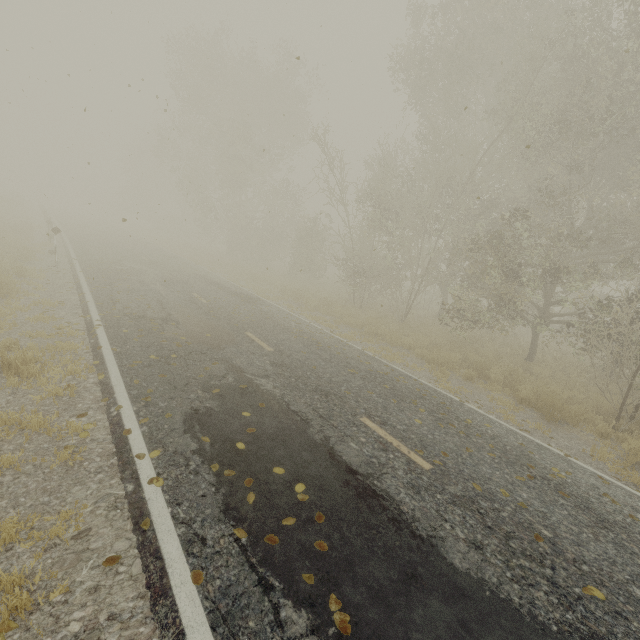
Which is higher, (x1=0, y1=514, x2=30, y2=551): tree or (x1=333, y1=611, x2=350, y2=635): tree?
(x1=333, y1=611, x2=350, y2=635): tree

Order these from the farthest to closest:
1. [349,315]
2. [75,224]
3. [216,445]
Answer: [75,224] → [349,315] → [216,445]

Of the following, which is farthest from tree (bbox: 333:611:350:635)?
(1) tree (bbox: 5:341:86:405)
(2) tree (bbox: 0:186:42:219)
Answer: (2) tree (bbox: 0:186:42:219)

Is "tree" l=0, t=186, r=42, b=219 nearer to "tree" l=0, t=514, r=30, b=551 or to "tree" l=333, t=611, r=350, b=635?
"tree" l=0, t=514, r=30, b=551

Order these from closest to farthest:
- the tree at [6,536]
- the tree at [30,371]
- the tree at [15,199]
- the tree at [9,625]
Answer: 1. the tree at [9,625]
2. the tree at [6,536]
3. the tree at [30,371]
4. the tree at [15,199]

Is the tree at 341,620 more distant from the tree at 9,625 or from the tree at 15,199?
the tree at 15,199

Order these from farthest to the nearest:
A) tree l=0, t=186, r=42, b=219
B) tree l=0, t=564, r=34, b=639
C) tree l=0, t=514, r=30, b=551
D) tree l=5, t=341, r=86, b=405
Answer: tree l=0, t=186, r=42, b=219
tree l=5, t=341, r=86, b=405
tree l=0, t=514, r=30, b=551
tree l=0, t=564, r=34, b=639
